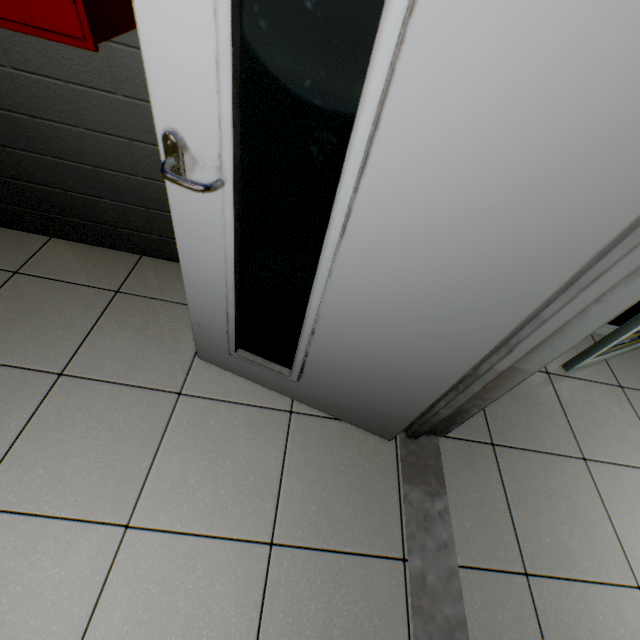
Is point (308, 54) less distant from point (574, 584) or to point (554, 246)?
point (554, 246)

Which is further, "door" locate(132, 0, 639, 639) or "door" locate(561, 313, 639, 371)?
"door" locate(561, 313, 639, 371)

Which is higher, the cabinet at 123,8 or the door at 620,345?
the cabinet at 123,8

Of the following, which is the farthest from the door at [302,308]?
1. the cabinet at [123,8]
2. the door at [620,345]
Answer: the door at [620,345]

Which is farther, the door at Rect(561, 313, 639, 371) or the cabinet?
the door at Rect(561, 313, 639, 371)

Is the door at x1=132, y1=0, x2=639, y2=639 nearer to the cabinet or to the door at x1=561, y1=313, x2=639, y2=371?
the cabinet
